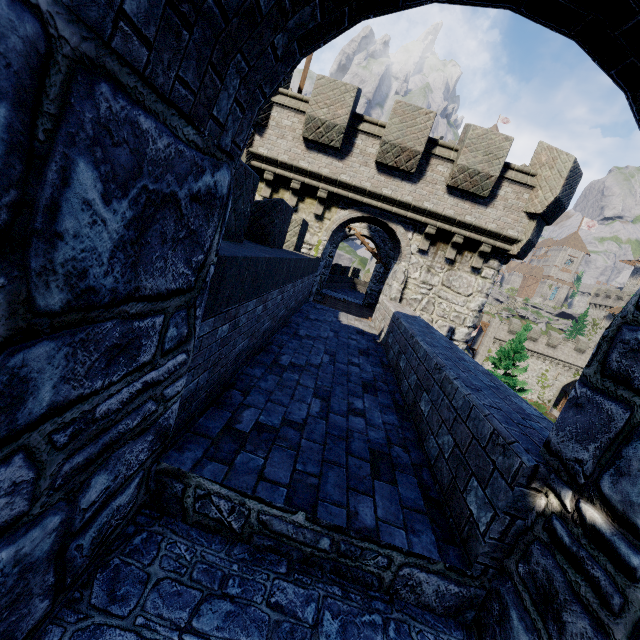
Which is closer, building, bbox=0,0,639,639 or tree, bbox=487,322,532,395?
building, bbox=0,0,639,639

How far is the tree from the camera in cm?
2902

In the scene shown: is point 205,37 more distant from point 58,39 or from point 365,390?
point 365,390

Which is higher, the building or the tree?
the building

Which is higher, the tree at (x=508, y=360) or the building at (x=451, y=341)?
the building at (x=451, y=341)

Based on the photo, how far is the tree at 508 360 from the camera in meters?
29.0
